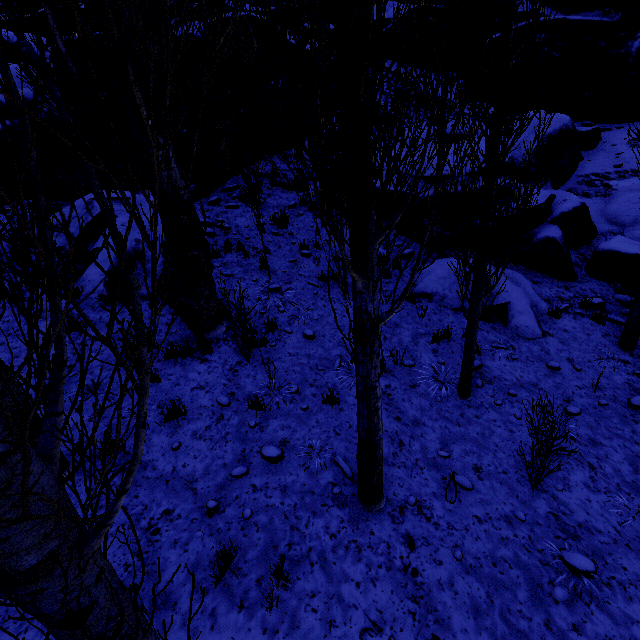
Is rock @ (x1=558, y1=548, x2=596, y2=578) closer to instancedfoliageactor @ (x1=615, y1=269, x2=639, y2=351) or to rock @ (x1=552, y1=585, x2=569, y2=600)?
instancedfoliageactor @ (x1=615, y1=269, x2=639, y2=351)

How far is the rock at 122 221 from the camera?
8.16m

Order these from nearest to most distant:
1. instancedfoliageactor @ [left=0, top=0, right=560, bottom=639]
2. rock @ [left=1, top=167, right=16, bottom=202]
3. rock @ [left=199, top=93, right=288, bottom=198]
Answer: instancedfoliageactor @ [left=0, top=0, right=560, bottom=639], rock @ [left=1, top=167, right=16, bottom=202], rock @ [left=199, top=93, right=288, bottom=198]

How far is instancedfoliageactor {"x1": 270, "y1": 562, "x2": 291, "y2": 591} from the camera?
3.39m

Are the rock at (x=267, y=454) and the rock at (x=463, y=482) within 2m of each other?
no

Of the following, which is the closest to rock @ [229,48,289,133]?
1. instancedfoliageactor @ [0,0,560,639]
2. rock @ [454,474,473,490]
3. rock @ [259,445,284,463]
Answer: instancedfoliageactor @ [0,0,560,639]

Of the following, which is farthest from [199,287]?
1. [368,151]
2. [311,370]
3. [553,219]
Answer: [553,219]

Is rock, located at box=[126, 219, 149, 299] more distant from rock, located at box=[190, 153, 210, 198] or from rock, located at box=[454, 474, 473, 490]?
rock, located at box=[454, 474, 473, 490]
